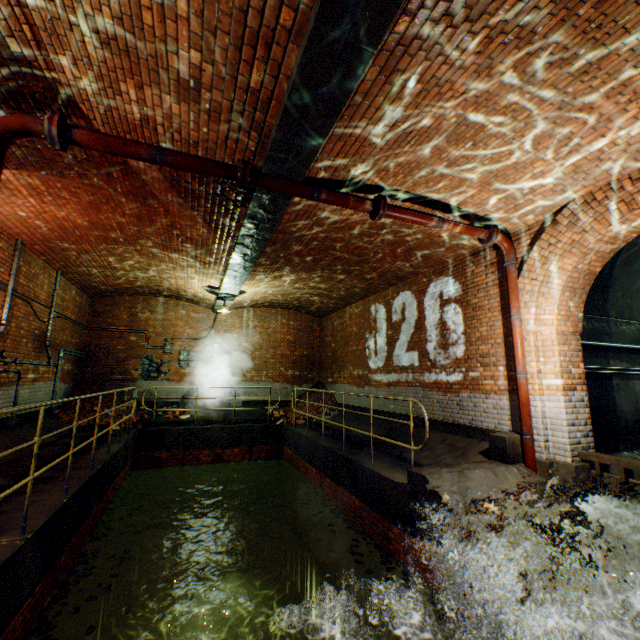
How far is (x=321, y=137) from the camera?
3.61m

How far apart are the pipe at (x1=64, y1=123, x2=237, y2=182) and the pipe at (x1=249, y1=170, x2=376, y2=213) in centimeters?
18cm

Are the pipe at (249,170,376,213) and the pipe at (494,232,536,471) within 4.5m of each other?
yes

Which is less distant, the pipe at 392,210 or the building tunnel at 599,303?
the pipe at 392,210

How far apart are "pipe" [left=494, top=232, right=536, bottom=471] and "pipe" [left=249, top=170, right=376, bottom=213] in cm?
247

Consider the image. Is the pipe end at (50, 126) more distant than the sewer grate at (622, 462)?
No

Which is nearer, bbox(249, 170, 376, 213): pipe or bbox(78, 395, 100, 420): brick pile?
bbox(249, 170, 376, 213): pipe

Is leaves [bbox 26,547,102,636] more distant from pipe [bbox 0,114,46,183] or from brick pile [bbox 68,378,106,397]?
brick pile [bbox 68,378,106,397]
